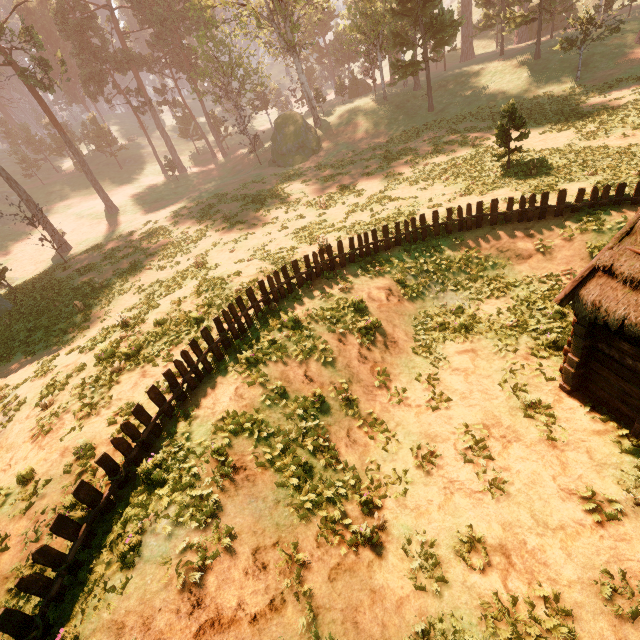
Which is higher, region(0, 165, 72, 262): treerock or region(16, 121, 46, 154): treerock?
region(16, 121, 46, 154): treerock

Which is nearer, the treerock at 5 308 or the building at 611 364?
the building at 611 364

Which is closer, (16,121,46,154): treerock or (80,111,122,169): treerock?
(80,111,122,169): treerock

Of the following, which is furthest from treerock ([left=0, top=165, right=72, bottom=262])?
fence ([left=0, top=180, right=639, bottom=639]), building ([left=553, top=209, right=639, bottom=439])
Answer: fence ([left=0, top=180, right=639, bottom=639])

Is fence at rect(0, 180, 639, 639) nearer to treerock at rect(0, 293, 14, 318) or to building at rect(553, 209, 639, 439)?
building at rect(553, 209, 639, 439)

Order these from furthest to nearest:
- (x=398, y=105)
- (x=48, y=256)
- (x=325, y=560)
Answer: (x=398, y=105), (x=48, y=256), (x=325, y=560)

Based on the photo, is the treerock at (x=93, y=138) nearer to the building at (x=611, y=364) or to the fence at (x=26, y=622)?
the building at (x=611, y=364)
